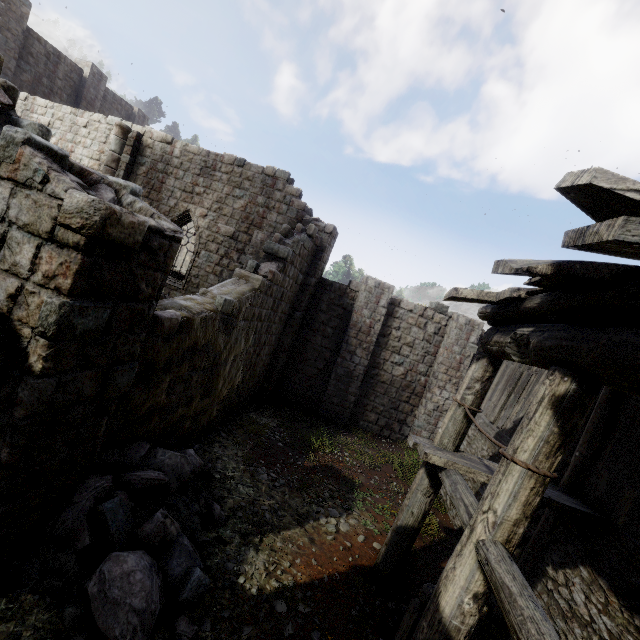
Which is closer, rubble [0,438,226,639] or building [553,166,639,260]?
building [553,166,639,260]

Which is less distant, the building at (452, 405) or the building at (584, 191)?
the building at (584, 191)

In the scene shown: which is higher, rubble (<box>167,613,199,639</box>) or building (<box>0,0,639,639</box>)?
building (<box>0,0,639,639</box>)

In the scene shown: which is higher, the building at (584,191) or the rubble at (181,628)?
the building at (584,191)

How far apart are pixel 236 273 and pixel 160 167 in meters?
9.0

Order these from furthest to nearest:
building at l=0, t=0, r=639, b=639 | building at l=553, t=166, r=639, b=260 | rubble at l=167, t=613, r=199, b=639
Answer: rubble at l=167, t=613, r=199, b=639 < building at l=0, t=0, r=639, b=639 < building at l=553, t=166, r=639, b=260
